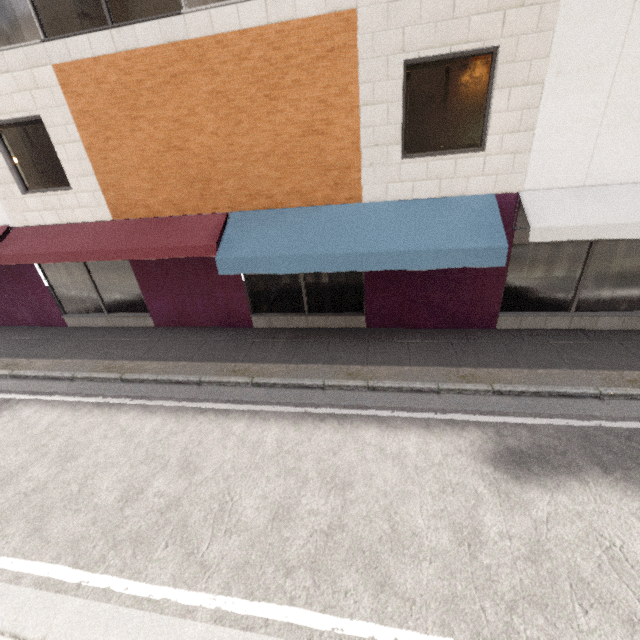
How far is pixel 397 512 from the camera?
4.1 meters
